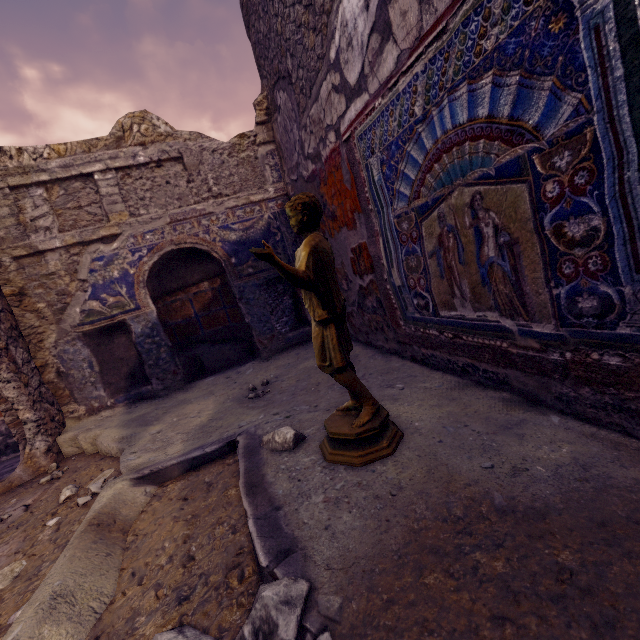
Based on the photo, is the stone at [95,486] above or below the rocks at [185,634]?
below

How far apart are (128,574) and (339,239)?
2.7 meters

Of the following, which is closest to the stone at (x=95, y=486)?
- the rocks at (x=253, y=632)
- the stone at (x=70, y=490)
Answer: the stone at (x=70, y=490)

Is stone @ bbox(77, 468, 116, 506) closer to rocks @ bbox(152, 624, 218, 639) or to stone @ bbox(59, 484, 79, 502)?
stone @ bbox(59, 484, 79, 502)

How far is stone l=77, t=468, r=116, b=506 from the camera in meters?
2.1

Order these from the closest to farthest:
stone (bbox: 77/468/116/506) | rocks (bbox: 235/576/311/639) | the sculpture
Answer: rocks (bbox: 235/576/311/639), the sculpture, stone (bbox: 77/468/116/506)

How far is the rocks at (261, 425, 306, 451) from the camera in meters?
1.7 m

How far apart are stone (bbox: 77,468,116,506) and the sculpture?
1.5 meters
